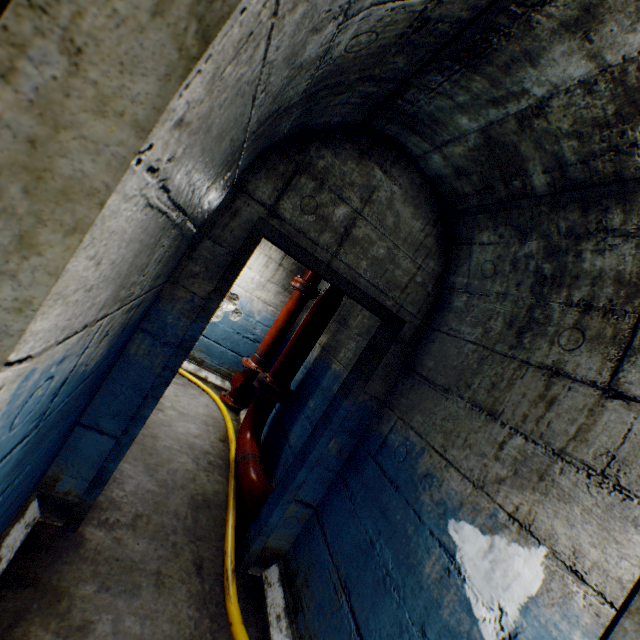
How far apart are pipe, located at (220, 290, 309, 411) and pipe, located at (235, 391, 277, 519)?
0.88m

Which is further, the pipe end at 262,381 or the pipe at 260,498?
the pipe end at 262,381

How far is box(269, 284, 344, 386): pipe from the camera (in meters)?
3.66

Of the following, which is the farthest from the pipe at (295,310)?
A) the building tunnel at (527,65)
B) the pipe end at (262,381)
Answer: the pipe end at (262,381)

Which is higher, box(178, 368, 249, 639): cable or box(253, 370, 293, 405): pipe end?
box(253, 370, 293, 405): pipe end

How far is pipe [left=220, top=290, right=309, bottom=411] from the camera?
4.8 meters

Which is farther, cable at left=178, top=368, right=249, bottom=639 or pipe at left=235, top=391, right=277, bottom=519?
pipe at left=235, top=391, right=277, bottom=519

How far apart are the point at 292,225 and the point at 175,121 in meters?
1.5 m
